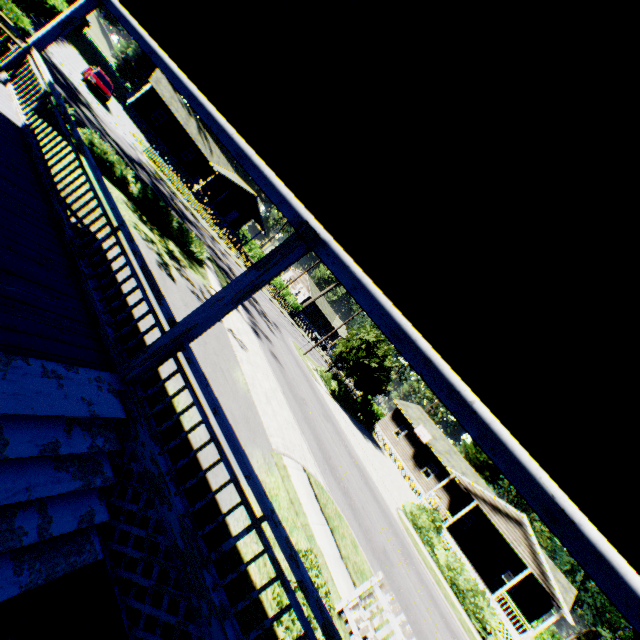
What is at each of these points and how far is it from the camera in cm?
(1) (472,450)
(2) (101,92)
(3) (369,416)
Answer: (1) plant, 4222
(2) car, 2555
(3) hedge, 3794

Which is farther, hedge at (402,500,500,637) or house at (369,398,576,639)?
house at (369,398,576,639)

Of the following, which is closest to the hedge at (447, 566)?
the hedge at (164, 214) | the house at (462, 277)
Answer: the hedge at (164, 214)

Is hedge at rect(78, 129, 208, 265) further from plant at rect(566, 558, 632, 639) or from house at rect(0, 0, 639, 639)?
plant at rect(566, 558, 632, 639)

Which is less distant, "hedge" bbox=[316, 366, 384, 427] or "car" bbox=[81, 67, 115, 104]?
"car" bbox=[81, 67, 115, 104]

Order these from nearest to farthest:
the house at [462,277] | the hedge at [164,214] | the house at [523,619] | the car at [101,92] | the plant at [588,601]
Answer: the house at [462,277]
the hedge at [164,214]
the house at [523,619]
the car at [101,92]
the plant at [588,601]

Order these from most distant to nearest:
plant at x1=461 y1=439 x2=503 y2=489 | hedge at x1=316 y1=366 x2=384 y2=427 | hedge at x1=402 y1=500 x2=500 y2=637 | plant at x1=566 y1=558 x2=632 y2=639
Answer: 1. plant at x1=566 y1=558 x2=632 y2=639
2. plant at x1=461 y1=439 x2=503 y2=489
3. hedge at x1=316 y1=366 x2=384 y2=427
4. hedge at x1=402 y1=500 x2=500 y2=637

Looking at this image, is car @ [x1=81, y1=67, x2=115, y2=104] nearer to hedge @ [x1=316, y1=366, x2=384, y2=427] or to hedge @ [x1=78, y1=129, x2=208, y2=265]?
hedge @ [x1=78, y1=129, x2=208, y2=265]
